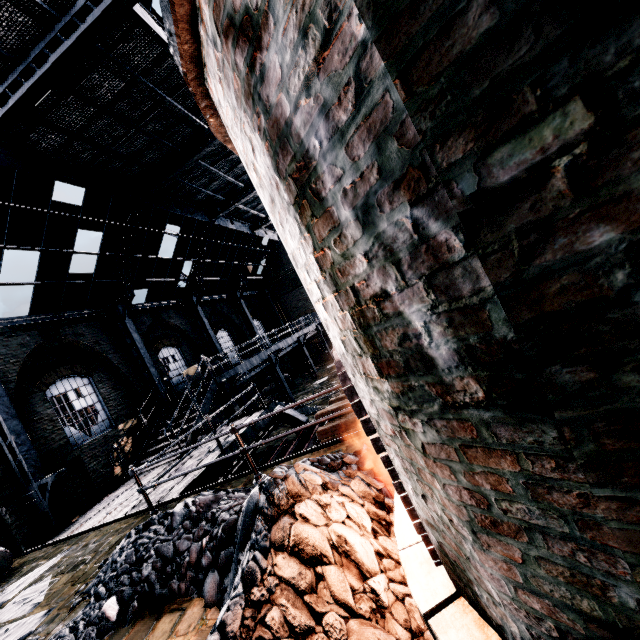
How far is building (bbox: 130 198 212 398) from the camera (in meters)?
16.81

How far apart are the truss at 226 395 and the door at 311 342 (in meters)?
→ 6.27

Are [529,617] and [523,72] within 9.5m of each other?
yes

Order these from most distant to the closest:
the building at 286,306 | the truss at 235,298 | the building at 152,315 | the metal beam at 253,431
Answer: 1. the building at 286,306
2. the truss at 235,298
3. the building at 152,315
4. the metal beam at 253,431

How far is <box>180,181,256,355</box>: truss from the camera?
19.9m

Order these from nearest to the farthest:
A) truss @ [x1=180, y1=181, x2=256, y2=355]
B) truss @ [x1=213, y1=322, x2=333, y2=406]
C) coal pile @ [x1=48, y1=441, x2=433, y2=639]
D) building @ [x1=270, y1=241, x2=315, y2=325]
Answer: coal pile @ [x1=48, y1=441, x2=433, y2=639], truss @ [x1=213, y1=322, x2=333, y2=406], truss @ [x1=180, y1=181, x2=256, y2=355], building @ [x1=270, y1=241, x2=315, y2=325]

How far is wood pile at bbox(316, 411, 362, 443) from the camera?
8.7m
